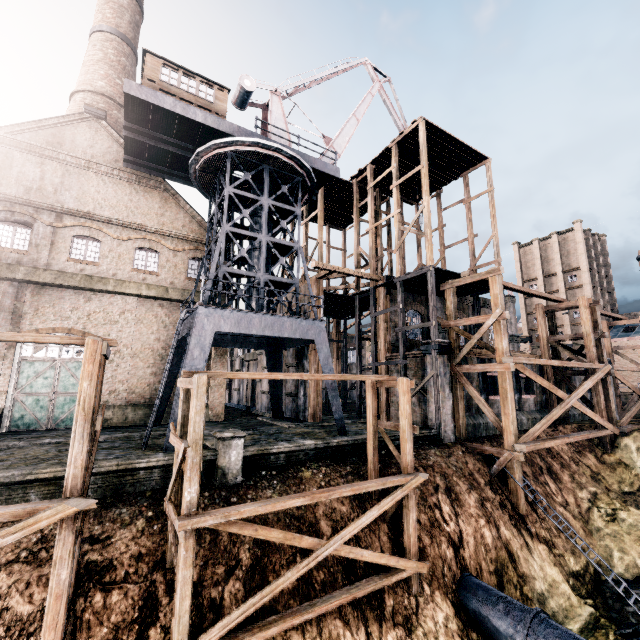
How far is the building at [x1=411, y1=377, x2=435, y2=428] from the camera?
20.7 meters

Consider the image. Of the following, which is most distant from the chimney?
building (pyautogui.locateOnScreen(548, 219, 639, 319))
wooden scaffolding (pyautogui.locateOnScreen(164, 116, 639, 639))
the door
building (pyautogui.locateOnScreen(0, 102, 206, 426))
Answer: building (pyautogui.locateOnScreen(548, 219, 639, 319))

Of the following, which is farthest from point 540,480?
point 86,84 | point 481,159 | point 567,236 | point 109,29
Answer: point 567,236

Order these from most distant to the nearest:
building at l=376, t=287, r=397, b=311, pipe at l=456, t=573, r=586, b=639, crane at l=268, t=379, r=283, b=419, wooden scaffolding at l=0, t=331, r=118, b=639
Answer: building at l=376, t=287, r=397, b=311 → crane at l=268, t=379, r=283, b=419 → pipe at l=456, t=573, r=586, b=639 → wooden scaffolding at l=0, t=331, r=118, b=639

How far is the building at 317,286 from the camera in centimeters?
2391cm

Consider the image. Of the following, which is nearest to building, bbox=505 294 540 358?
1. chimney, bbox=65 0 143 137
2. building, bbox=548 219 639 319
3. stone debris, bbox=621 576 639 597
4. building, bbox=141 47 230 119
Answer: chimney, bbox=65 0 143 137

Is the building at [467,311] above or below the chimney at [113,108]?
below

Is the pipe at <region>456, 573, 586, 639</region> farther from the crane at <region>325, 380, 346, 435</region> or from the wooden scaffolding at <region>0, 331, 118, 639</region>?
the wooden scaffolding at <region>0, 331, 118, 639</region>
